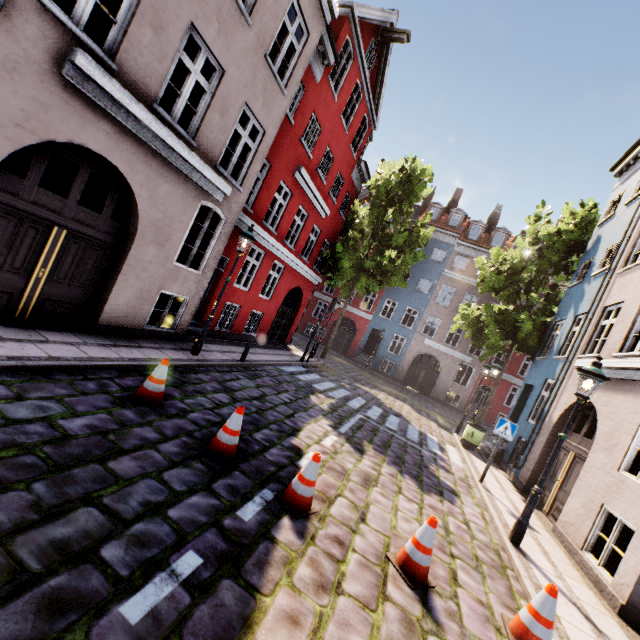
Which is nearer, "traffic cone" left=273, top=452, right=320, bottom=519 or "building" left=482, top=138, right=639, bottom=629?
"traffic cone" left=273, top=452, right=320, bottom=519

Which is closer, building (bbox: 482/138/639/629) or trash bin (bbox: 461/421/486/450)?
building (bbox: 482/138/639/629)

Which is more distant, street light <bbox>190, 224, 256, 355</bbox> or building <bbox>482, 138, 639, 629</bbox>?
street light <bbox>190, 224, 256, 355</bbox>

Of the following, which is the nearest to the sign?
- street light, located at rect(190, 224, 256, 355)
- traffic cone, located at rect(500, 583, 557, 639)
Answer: traffic cone, located at rect(500, 583, 557, 639)

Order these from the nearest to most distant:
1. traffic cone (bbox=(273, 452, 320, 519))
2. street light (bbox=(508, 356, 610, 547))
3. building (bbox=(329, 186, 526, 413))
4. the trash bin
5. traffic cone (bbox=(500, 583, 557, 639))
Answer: traffic cone (bbox=(500, 583, 557, 639)), traffic cone (bbox=(273, 452, 320, 519)), street light (bbox=(508, 356, 610, 547)), the trash bin, building (bbox=(329, 186, 526, 413))

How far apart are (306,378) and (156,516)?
9.7 meters

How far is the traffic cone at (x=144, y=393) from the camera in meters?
5.2

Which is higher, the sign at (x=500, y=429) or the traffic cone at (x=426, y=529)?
the sign at (x=500, y=429)
